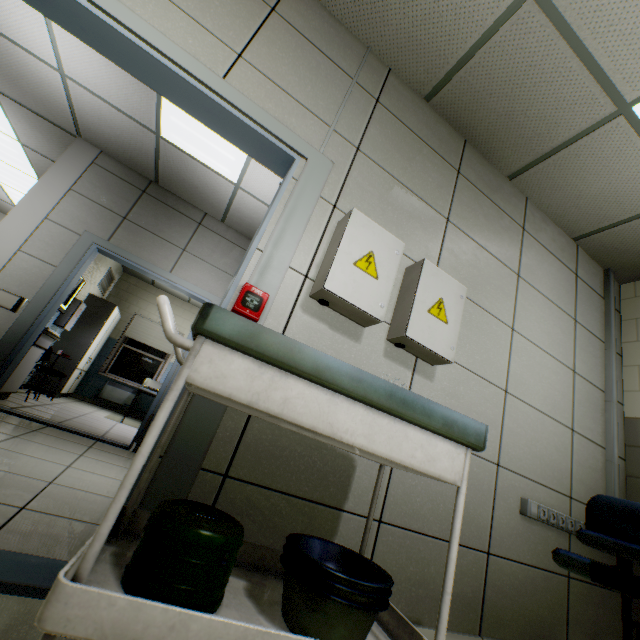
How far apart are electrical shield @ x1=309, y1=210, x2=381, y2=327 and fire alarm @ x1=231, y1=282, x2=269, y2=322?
0.26m

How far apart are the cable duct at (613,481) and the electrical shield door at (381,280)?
1.64m

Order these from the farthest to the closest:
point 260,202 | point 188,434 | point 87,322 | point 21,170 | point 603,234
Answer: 1. point 87,322
2. point 21,170
3. point 260,202
4. point 603,234
5. point 188,434

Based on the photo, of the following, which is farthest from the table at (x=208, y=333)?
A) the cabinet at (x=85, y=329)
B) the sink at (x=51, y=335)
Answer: the cabinet at (x=85, y=329)

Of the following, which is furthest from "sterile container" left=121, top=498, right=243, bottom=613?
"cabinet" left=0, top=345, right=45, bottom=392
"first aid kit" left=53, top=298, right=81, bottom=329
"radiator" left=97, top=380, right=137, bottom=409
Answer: "radiator" left=97, top=380, right=137, bottom=409

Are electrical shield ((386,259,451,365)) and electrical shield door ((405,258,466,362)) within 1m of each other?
yes

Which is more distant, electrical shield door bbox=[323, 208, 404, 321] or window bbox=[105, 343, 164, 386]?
window bbox=[105, 343, 164, 386]

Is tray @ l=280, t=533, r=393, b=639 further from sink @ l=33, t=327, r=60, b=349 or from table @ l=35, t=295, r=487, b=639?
sink @ l=33, t=327, r=60, b=349
